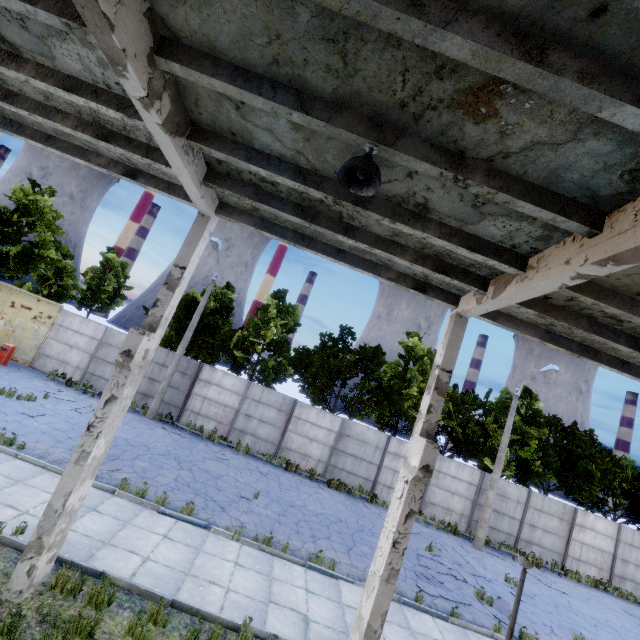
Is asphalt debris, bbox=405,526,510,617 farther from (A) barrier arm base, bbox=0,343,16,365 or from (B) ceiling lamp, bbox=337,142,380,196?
(A) barrier arm base, bbox=0,343,16,365

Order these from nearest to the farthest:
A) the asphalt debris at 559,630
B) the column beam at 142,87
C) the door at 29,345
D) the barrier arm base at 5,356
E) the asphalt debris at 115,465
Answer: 1. the column beam at 142,87
2. the asphalt debris at 115,465
3. the asphalt debris at 559,630
4. the barrier arm base at 5,356
5. the door at 29,345

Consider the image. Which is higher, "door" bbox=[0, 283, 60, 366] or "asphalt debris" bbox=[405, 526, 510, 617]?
"door" bbox=[0, 283, 60, 366]

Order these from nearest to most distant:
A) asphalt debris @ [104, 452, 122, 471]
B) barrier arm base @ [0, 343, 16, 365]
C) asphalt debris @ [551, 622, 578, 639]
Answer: asphalt debris @ [104, 452, 122, 471], asphalt debris @ [551, 622, 578, 639], barrier arm base @ [0, 343, 16, 365]

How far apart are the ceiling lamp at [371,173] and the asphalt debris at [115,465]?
11.8 meters

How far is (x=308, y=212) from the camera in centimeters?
598cm

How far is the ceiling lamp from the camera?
3.6m

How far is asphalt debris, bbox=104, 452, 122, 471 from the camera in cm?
1073
